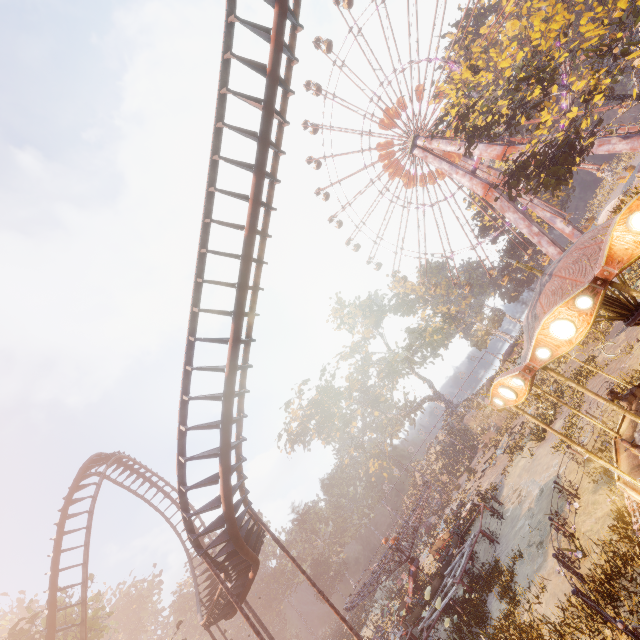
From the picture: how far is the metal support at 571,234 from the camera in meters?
39.8 m

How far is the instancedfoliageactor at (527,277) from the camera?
56.8 meters

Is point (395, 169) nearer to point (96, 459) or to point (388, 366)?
point (388, 366)

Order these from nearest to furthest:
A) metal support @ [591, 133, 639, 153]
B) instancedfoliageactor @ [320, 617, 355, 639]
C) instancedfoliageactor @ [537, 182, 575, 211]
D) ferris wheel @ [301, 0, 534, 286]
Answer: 1. metal support @ [591, 133, 639, 153]
2. instancedfoliageactor @ [320, 617, 355, 639]
3. ferris wheel @ [301, 0, 534, 286]
4. instancedfoliageactor @ [537, 182, 575, 211]

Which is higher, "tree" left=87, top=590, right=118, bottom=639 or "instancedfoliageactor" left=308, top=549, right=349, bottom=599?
"tree" left=87, top=590, right=118, bottom=639

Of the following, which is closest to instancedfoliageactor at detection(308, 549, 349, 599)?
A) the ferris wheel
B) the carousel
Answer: the carousel

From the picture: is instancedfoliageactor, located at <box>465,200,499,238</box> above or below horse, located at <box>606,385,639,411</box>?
above

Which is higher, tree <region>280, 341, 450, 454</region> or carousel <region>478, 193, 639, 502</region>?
tree <region>280, 341, 450, 454</region>
